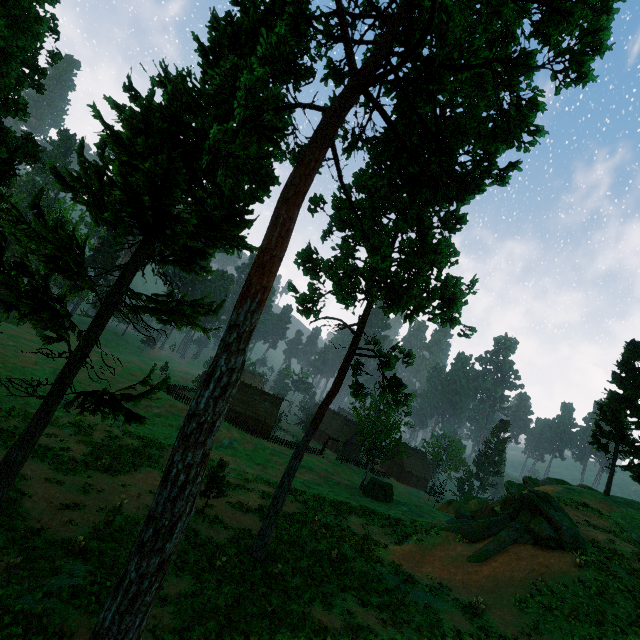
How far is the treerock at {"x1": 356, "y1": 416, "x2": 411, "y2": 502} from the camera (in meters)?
40.44

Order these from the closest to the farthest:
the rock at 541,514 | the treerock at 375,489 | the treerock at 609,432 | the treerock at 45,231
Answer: the treerock at 45,231 → the rock at 541,514 → the treerock at 609,432 → the treerock at 375,489

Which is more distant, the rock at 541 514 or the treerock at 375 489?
the treerock at 375 489

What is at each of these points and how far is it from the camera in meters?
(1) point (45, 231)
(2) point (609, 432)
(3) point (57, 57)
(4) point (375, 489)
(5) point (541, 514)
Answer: (1) treerock, 14.1 m
(2) treerock, 32.4 m
(3) treerock, 35.4 m
(4) treerock, 40.5 m
(5) rock, 22.2 m

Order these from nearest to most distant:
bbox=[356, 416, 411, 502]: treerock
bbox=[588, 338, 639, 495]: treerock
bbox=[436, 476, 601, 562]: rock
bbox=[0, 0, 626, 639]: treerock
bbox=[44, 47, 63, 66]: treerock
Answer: bbox=[0, 0, 626, 639]: treerock, bbox=[436, 476, 601, 562]: rock, bbox=[588, 338, 639, 495]: treerock, bbox=[44, 47, 63, 66]: treerock, bbox=[356, 416, 411, 502]: treerock

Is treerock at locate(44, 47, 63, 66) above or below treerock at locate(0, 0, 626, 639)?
above

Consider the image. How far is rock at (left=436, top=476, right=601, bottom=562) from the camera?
20.42m
